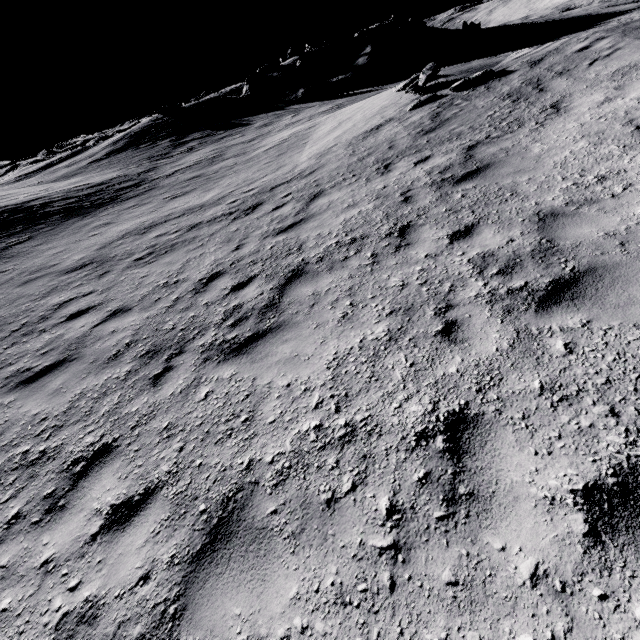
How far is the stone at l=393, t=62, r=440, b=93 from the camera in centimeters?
1243cm

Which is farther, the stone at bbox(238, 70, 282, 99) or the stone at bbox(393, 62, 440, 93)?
the stone at bbox(238, 70, 282, 99)

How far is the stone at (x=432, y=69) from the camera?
12.4 meters

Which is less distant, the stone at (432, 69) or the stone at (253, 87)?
the stone at (432, 69)

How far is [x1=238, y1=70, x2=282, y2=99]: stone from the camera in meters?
37.4 m

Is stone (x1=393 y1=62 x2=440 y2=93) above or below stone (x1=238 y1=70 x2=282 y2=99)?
below

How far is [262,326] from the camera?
5.1 meters
